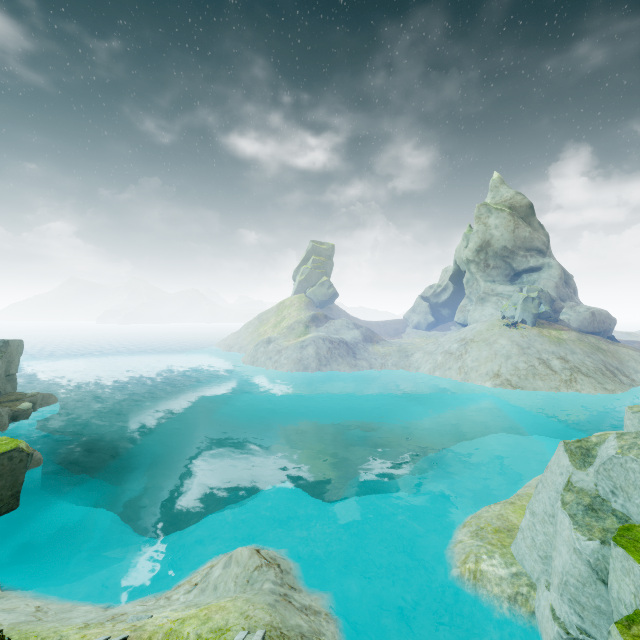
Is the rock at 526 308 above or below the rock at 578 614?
above

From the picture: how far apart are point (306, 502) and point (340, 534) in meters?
2.5

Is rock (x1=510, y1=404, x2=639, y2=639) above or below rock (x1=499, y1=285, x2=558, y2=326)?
below

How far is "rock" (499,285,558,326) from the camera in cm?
4141

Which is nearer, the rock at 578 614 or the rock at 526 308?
the rock at 578 614

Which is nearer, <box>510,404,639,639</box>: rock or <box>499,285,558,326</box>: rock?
<box>510,404,639,639</box>: rock
